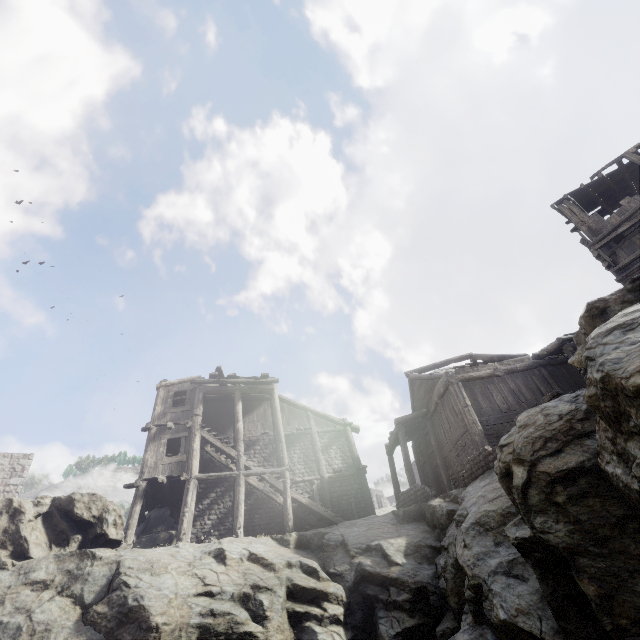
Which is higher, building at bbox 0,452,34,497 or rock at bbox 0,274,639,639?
building at bbox 0,452,34,497

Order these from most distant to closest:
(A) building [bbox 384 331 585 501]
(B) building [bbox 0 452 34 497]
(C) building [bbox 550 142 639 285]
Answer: (B) building [bbox 0 452 34 497] < (A) building [bbox 384 331 585 501] < (C) building [bbox 550 142 639 285]

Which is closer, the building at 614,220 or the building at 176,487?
the building at 614,220

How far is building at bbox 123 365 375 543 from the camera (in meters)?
15.85

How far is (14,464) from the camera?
20.9m

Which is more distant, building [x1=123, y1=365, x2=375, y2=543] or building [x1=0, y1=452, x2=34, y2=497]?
building [x1=0, y1=452, x2=34, y2=497]

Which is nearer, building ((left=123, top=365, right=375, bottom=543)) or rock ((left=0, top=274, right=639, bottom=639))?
rock ((left=0, top=274, right=639, bottom=639))

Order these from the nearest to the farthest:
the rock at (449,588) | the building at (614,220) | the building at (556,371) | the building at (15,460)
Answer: the rock at (449,588), the building at (614,220), the building at (556,371), the building at (15,460)
